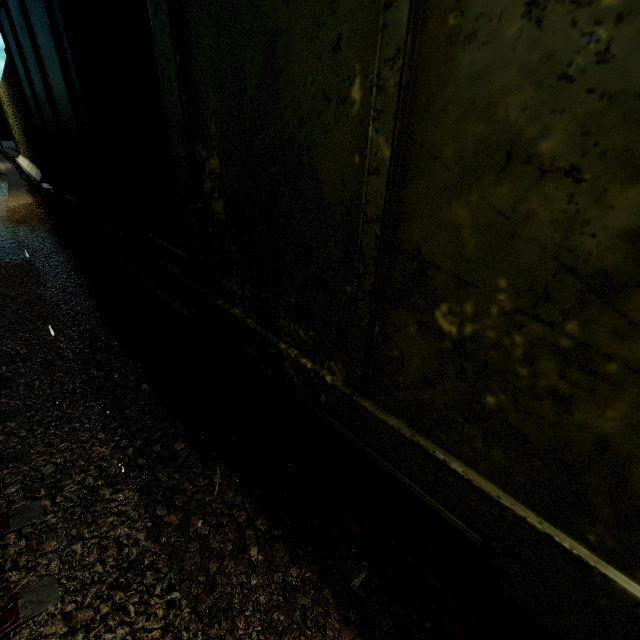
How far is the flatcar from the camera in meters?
1.4

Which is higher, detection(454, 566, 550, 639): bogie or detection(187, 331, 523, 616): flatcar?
detection(187, 331, 523, 616): flatcar

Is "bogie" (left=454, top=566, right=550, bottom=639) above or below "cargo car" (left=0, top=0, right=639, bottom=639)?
below

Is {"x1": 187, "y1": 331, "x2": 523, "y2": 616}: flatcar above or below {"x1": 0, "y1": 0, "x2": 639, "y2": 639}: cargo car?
below

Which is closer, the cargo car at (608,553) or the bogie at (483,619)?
the cargo car at (608,553)

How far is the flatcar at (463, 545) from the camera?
1.4 meters

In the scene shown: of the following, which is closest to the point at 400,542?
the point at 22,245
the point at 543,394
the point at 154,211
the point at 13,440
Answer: the point at 543,394

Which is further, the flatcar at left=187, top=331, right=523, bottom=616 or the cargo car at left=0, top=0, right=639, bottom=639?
the flatcar at left=187, top=331, right=523, bottom=616
